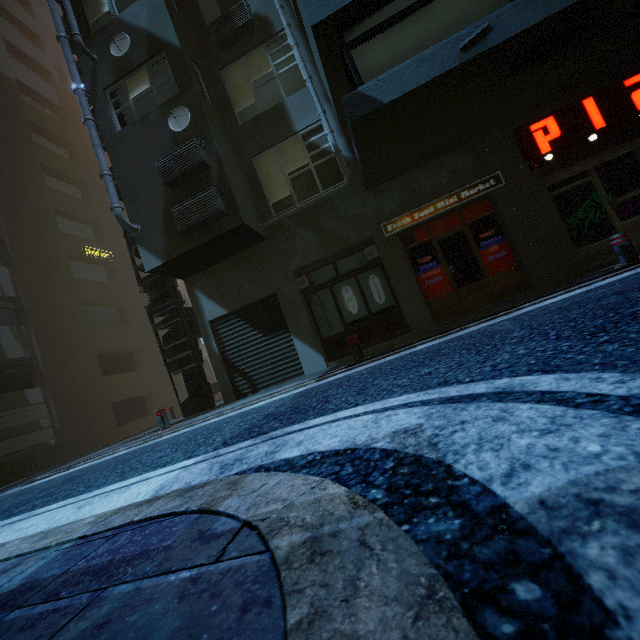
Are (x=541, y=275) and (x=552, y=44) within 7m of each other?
yes

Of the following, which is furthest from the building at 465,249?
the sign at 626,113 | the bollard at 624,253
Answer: the bollard at 624,253

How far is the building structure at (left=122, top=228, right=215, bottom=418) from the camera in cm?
966

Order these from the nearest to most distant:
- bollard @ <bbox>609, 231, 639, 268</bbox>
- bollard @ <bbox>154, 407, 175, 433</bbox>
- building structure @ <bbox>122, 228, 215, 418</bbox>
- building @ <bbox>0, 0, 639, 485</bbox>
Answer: bollard @ <bbox>609, 231, 639, 268</bbox> < building @ <bbox>0, 0, 639, 485</bbox> < bollard @ <bbox>154, 407, 175, 433</bbox> < building structure @ <bbox>122, 228, 215, 418</bbox>

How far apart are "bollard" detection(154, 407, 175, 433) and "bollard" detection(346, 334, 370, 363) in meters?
4.8

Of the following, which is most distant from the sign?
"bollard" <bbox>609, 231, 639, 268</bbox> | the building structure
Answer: the building structure

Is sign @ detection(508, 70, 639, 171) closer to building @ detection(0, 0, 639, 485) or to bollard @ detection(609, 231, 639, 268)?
building @ detection(0, 0, 639, 485)

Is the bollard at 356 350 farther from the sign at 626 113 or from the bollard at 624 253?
the sign at 626 113
